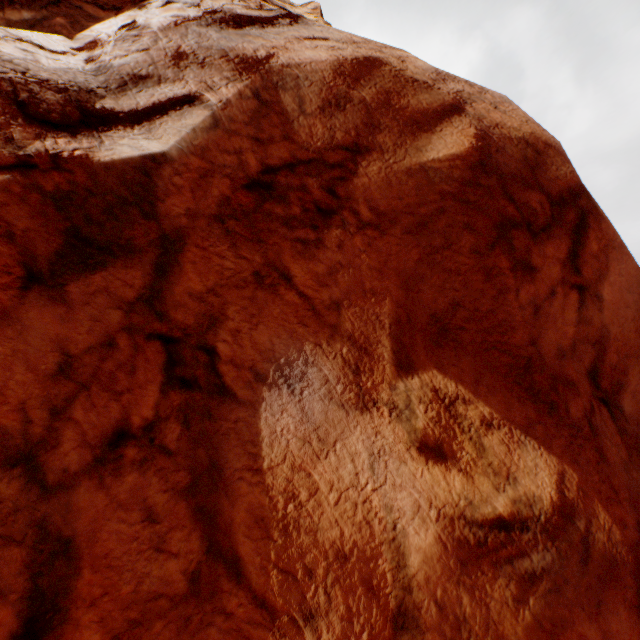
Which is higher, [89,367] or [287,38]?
[287,38]
